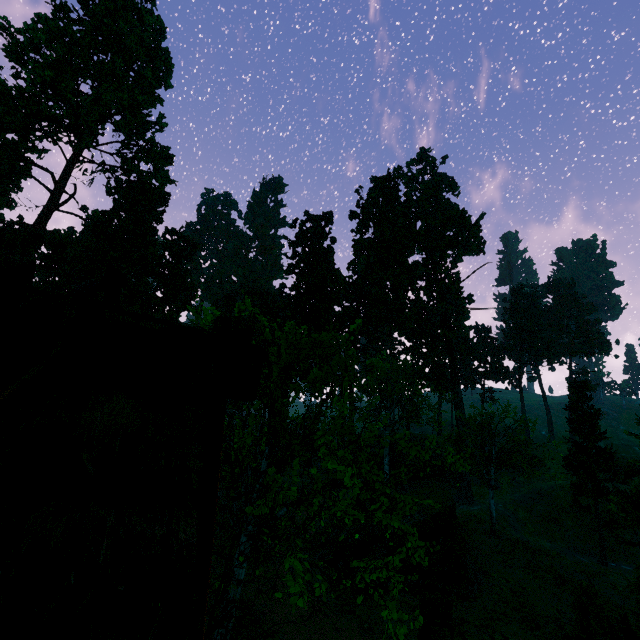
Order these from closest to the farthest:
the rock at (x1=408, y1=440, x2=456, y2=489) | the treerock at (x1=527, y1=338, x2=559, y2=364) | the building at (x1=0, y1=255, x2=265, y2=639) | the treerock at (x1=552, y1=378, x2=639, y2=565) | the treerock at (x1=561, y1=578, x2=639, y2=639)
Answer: the building at (x1=0, y1=255, x2=265, y2=639) < the treerock at (x1=561, y1=578, x2=639, y2=639) < the treerock at (x1=552, y1=378, x2=639, y2=565) < the rock at (x1=408, y1=440, x2=456, y2=489) < the treerock at (x1=527, y1=338, x2=559, y2=364)

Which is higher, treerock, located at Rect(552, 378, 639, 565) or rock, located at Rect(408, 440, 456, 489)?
treerock, located at Rect(552, 378, 639, 565)

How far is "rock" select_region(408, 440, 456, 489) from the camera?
47.50m

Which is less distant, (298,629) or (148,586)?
(148,586)

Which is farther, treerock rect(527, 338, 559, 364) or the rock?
treerock rect(527, 338, 559, 364)

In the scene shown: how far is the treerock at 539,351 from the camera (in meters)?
57.22

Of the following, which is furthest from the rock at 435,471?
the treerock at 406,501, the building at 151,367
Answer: the building at 151,367

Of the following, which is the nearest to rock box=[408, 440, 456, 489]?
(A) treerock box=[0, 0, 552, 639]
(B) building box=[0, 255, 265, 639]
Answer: (A) treerock box=[0, 0, 552, 639]
